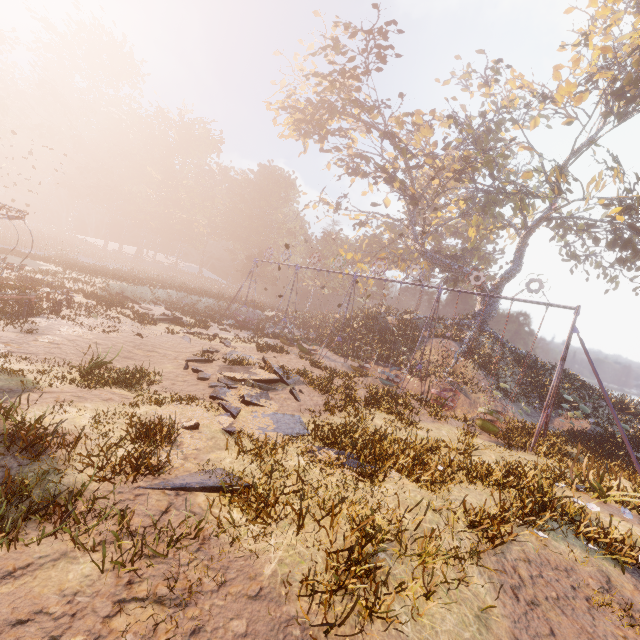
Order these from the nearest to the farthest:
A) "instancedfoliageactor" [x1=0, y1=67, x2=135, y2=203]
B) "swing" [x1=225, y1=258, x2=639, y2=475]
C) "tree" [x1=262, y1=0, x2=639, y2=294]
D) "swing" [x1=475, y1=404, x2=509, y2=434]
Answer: "swing" [x1=225, y1=258, x2=639, y2=475] → "swing" [x1=475, y1=404, x2=509, y2=434] → "tree" [x1=262, y1=0, x2=639, y2=294] → "instancedfoliageactor" [x1=0, y1=67, x2=135, y2=203]

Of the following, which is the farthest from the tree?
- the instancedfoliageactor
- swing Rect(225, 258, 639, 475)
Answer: the instancedfoliageactor

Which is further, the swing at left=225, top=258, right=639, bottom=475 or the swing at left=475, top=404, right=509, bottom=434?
the swing at left=475, top=404, right=509, bottom=434

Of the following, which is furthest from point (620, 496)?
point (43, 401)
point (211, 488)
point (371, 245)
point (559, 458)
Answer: point (371, 245)

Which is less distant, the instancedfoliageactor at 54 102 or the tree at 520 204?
the tree at 520 204

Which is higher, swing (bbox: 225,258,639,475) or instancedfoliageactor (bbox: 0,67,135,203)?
instancedfoliageactor (bbox: 0,67,135,203)

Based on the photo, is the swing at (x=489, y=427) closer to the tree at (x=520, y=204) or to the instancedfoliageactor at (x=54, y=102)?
the tree at (x=520, y=204)
